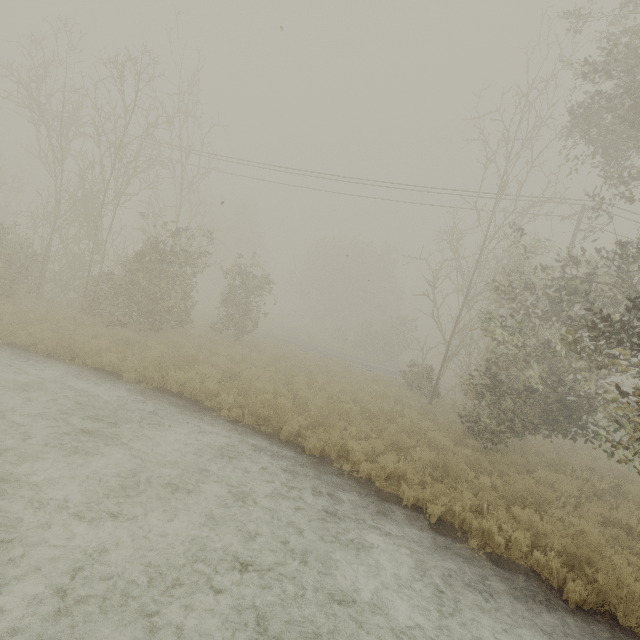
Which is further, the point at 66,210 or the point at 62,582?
the point at 66,210
